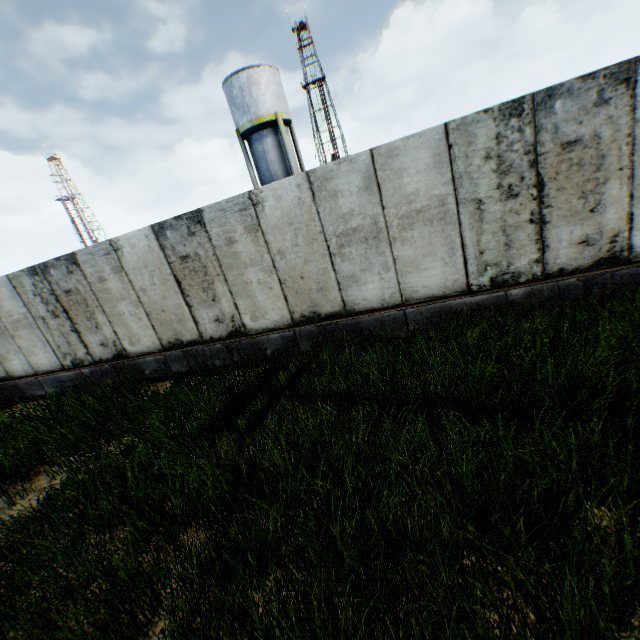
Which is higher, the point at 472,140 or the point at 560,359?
the point at 472,140

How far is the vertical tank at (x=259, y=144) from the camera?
21.1 meters

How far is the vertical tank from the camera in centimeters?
2108cm
